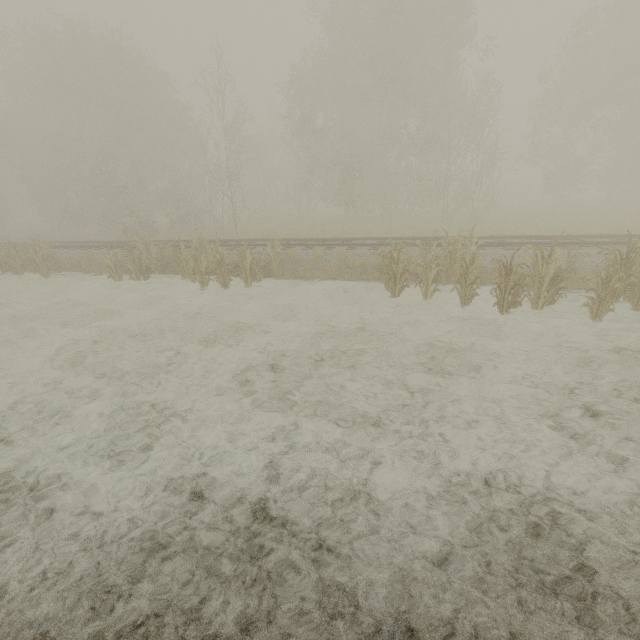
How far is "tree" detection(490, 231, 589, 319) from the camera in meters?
7.7 m

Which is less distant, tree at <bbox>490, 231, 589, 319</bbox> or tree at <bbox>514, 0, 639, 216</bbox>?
tree at <bbox>490, 231, 589, 319</bbox>

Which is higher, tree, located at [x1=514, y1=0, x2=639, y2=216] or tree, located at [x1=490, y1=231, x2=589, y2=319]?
tree, located at [x1=514, y1=0, x2=639, y2=216]

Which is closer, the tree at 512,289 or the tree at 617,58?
the tree at 512,289

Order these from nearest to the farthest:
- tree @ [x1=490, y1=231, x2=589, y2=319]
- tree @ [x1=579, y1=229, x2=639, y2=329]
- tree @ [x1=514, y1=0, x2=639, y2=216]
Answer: tree @ [x1=579, y1=229, x2=639, y2=329] < tree @ [x1=490, y1=231, x2=589, y2=319] < tree @ [x1=514, y1=0, x2=639, y2=216]

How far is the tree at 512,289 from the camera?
7.7m

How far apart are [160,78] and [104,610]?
36.9m

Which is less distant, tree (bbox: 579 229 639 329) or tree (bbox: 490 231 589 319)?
tree (bbox: 579 229 639 329)
